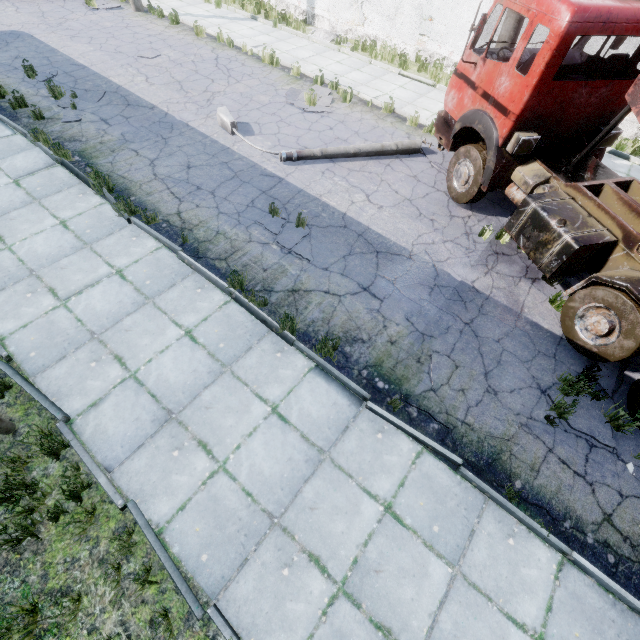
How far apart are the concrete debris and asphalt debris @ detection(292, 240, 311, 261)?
11.1 meters

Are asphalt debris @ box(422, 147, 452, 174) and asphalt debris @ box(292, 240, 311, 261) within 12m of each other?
yes

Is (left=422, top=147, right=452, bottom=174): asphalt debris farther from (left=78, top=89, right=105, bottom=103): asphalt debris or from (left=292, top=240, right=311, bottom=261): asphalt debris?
(left=78, top=89, right=105, bottom=103): asphalt debris

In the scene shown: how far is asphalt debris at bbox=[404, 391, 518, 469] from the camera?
4.6m

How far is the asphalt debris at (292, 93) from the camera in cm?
1023

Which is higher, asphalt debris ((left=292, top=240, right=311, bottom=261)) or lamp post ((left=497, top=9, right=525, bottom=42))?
lamp post ((left=497, top=9, right=525, bottom=42))

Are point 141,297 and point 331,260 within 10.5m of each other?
yes

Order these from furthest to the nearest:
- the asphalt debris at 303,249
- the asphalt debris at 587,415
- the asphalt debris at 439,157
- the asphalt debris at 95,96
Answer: the asphalt debris at 95,96
the asphalt debris at 439,157
the asphalt debris at 303,249
the asphalt debris at 587,415
